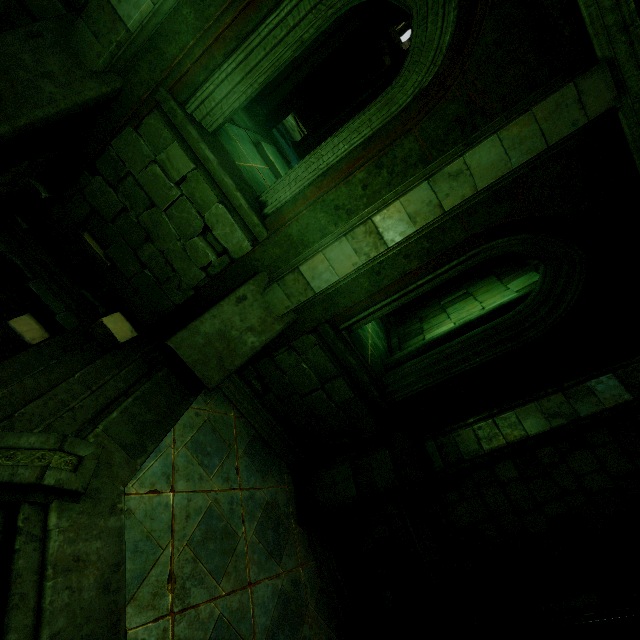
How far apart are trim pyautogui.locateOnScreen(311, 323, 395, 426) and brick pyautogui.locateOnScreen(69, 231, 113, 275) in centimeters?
358cm

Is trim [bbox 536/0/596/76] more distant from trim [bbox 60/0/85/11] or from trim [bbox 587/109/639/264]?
trim [bbox 60/0/85/11]

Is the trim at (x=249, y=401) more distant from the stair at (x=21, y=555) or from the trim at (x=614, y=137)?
the trim at (x=614, y=137)

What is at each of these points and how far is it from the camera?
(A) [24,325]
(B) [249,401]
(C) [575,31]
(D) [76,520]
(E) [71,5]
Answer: (A) brick, 4.9m
(B) trim, 5.9m
(C) trim, 3.4m
(D) wall trim, 3.2m
(E) trim, 4.2m

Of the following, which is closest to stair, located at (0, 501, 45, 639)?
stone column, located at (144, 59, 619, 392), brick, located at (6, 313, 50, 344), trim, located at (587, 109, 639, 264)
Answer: stone column, located at (144, 59, 619, 392)

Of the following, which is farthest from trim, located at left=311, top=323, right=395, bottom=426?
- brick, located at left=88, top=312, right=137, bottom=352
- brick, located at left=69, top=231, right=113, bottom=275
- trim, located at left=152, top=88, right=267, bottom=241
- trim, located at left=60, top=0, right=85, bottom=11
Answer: trim, located at left=60, top=0, right=85, bottom=11

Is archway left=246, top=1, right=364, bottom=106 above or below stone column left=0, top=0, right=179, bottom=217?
above

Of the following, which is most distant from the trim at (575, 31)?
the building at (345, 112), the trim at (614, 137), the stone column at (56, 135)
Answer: the building at (345, 112)
